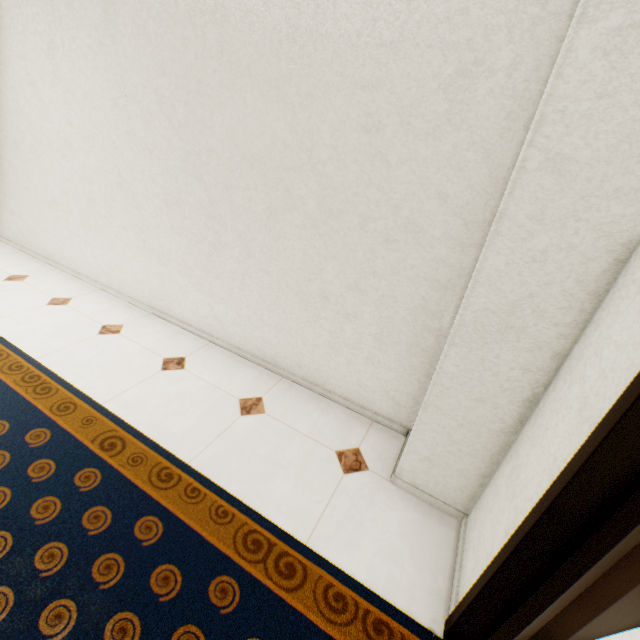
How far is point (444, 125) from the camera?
1.4 meters
